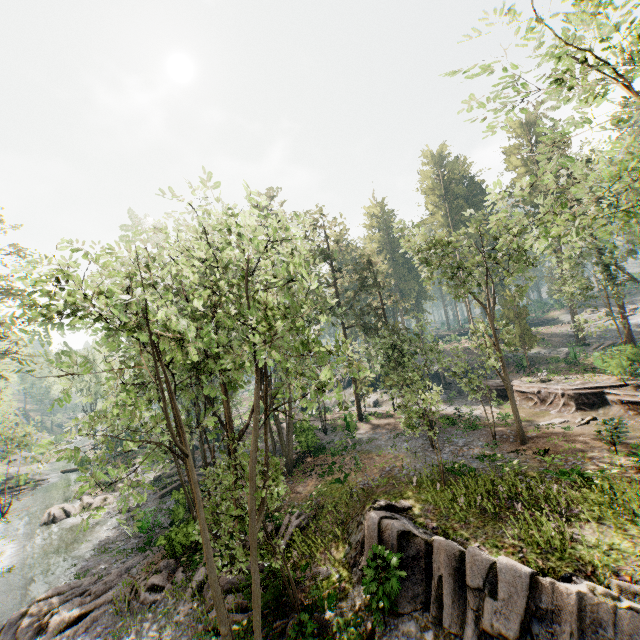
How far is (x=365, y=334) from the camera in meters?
34.4 m

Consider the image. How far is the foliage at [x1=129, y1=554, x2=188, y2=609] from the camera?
15.3 meters

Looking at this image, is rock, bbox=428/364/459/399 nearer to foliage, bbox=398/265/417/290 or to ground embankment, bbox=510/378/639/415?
ground embankment, bbox=510/378/639/415

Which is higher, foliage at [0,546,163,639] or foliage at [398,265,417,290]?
foliage at [398,265,417,290]

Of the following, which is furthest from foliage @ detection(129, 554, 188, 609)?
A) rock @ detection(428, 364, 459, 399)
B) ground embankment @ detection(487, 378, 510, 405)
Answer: rock @ detection(428, 364, 459, 399)

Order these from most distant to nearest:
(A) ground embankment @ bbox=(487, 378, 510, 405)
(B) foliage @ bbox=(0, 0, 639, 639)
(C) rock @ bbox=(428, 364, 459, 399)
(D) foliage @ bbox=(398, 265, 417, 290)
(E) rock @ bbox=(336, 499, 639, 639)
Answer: (D) foliage @ bbox=(398, 265, 417, 290)
(C) rock @ bbox=(428, 364, 459, 399)
(A) ground embankment @ bbox=(487, 378, 510, 405)
(B) foliage @ bbox=(0, 0, 639, 639)
(E) rock @ bbox=(336, 499, 639, 639)

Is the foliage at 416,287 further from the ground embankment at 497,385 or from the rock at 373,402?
the rock at 373,402

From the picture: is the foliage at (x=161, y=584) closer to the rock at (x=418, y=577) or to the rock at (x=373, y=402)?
the rock at (x=418, y=577)
